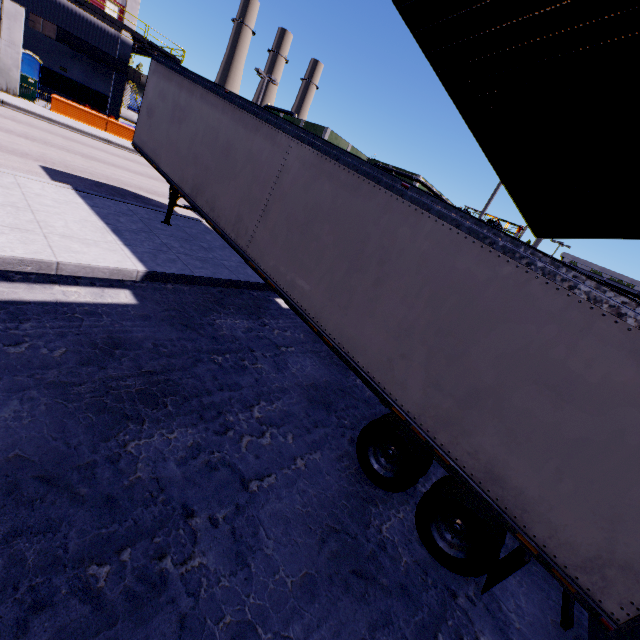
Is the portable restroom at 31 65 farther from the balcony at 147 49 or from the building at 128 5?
the balcony at 147 49

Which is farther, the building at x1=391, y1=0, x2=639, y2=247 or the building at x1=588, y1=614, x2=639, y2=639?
the building at x1=391, y1=0, x2=639, y2=247

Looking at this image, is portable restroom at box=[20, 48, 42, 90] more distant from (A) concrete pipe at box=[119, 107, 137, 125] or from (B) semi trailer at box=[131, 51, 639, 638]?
(A) concrete pipe at box=[119, 107, 137, 125]

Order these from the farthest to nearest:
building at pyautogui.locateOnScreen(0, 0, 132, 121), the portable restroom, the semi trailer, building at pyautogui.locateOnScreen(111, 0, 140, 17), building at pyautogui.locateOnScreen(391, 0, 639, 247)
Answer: building at pyautogui.locateOnScreen(111, 0, 140, 17), the portable restroom, building at pyautogui.locateOnScreen(0, 0, 132, 121), building at pyautogui.locateOnScreen(391, 0, 639, 247), the semi trailer

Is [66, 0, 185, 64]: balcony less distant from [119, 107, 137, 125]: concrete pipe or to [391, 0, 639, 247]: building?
[391, 0, 639, 247]: building

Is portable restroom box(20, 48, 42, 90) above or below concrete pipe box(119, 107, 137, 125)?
above

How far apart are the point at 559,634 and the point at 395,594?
2.7m

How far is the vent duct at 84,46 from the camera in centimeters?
2441cm
